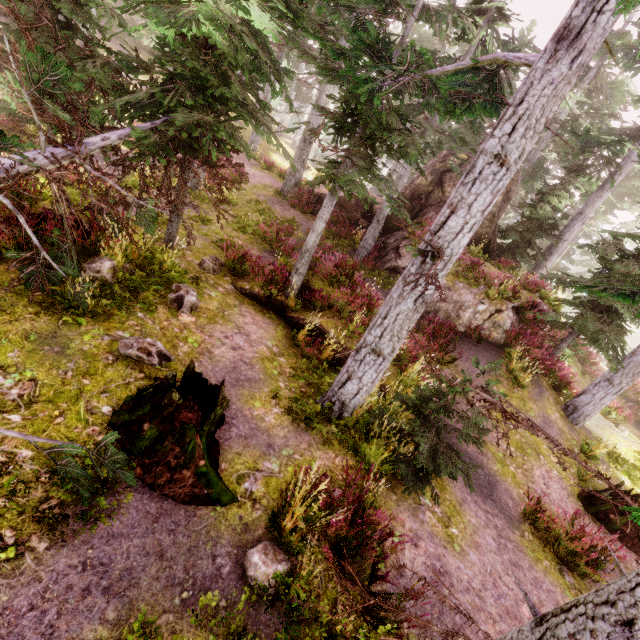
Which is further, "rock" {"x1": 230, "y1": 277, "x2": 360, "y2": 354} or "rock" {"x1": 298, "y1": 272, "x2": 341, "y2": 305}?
"rock" {"x1": 298, "y1": 272, "x2": 341, "y2": 305}

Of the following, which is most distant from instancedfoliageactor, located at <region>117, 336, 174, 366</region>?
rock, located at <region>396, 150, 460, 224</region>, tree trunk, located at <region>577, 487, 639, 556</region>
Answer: tree trunk, located at <region>577, 487, 639, 556</region>

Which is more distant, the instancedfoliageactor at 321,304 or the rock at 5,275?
the instancedfoliageactor at 321,304

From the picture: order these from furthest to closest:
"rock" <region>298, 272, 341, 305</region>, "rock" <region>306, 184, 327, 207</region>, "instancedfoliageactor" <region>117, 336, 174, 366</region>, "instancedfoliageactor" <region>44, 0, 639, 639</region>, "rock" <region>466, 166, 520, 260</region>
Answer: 1. "rock" <region>306, 184, 327, 207</region>
2. "rock" <region>466, 166, 520, 260</region>
3. "rock" <region>298, 272, 341, 305</region>
4. "instancedfoliageactor" <region>117, 336, 174, 366</region>
5. "instancedfoliageactor" <region>44, 0, 639, 639</region>

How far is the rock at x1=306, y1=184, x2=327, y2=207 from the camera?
19.4m

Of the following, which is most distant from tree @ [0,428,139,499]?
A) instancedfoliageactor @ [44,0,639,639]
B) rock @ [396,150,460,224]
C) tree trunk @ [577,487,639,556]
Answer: tree trunk @ [577,487,639,556]

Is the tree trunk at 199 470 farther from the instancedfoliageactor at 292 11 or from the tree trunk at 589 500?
the tree trunk at 589 500

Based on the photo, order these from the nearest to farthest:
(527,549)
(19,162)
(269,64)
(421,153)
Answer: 1. (19,162)
2. (527,549)
3. (269,64)
4. (421,153)
